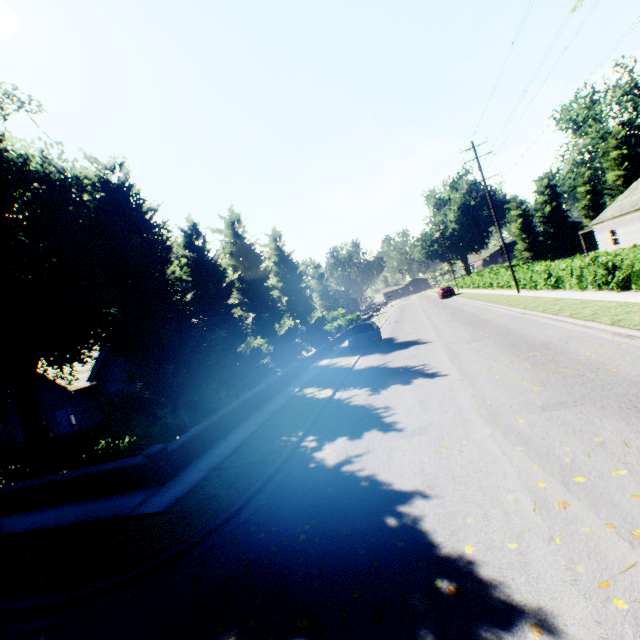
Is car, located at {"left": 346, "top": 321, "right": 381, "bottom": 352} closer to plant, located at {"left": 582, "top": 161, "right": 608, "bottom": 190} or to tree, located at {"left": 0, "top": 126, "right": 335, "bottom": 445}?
tree, located at {"left": 0, "top": 126, "right": 335, "bottom": 445}

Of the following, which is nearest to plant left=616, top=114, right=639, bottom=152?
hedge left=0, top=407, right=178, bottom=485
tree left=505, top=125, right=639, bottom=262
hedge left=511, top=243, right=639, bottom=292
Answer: tree left=505, top=125, right=639, bottom=262

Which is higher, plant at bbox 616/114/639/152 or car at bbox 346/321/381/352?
plant at bbox 616/114/639/152

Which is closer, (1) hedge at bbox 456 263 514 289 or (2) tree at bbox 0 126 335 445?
(2) tree at bbox 0 126 335 445

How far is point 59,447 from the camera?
9.9m

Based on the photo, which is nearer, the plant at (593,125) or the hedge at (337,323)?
the hedge at (337,323)

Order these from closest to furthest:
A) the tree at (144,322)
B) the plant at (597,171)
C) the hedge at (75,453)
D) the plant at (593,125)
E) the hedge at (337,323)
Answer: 1. the hedge at (75,453)
2. the tree at (144,322)
3. the hedge at (337,323)
4. the plant at (593,125)
5. the plant at (597,171)
